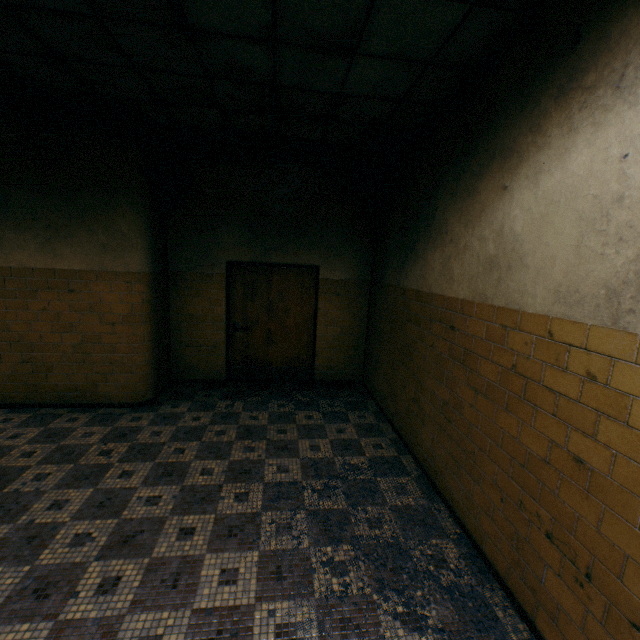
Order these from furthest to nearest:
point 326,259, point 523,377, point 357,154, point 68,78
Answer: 1. point 326,259
2. point 357,154
3. point 68,78
4. point 523,377

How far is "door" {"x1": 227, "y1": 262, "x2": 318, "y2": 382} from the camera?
5.7 meters

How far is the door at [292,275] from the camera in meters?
5.7 m
